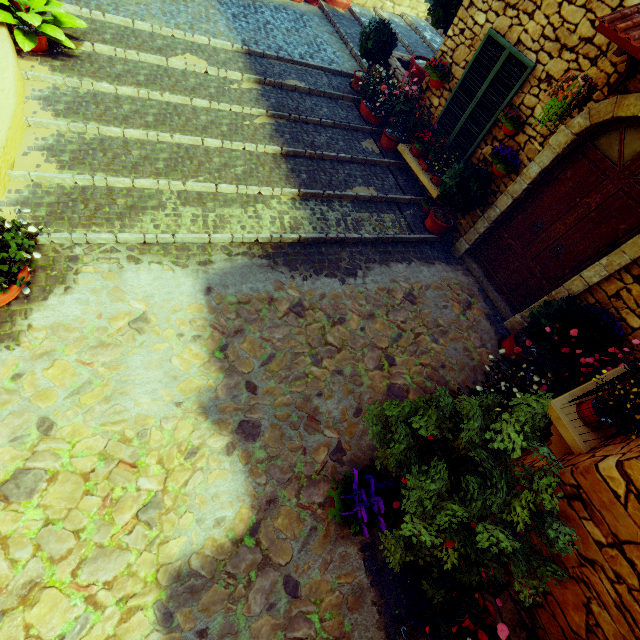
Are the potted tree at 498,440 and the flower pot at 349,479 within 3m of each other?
yes

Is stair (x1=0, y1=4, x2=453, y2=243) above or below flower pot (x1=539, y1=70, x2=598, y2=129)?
below

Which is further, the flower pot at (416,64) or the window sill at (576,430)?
the flower pot at (416,64)

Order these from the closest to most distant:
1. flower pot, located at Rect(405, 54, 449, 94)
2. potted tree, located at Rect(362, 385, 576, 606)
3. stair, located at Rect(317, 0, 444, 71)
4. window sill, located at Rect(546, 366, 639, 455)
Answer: potted tree, located at Rect(362, 385, 576, 606)
window sill, located at Rect(546, 366, 639, 455)
flower pot, located at Rect(405, 54, 449, 94)
stair, located at Rect(317, 0, 444, 71)

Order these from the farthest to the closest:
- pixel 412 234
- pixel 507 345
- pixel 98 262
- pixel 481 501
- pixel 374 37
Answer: pixel 374 37 < pixel 412 234 < pixel 507 345 < pixel 98 262 < pixel 481 501

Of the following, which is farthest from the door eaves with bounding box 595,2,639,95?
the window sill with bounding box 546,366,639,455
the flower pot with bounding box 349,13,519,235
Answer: the flower pot with bounding box 349,13,519,235

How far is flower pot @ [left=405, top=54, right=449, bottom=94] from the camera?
5.7 meters

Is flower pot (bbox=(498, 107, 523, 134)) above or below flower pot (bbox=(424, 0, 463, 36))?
below
